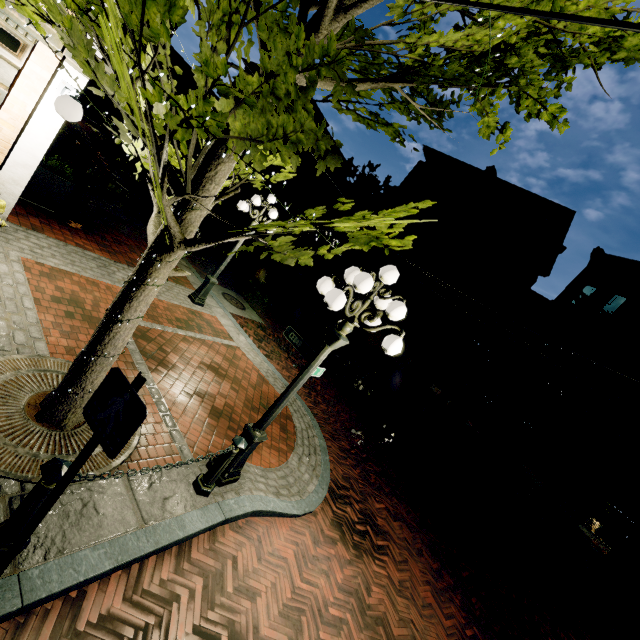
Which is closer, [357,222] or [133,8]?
[133,8]

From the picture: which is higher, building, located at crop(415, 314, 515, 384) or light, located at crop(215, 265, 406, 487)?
building, located at crop(415, 314, 515, 384)

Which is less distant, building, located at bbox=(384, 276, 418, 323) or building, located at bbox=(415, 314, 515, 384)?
building, located at bbox=(415, 314, 515, 384)

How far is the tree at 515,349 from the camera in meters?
14.3 m

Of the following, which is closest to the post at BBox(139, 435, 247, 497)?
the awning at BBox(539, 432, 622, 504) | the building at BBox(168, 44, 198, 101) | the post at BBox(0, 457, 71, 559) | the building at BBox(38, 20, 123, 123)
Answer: the post at BBox(0, 457, 71, 559)

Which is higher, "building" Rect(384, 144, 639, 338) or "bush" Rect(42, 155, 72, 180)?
"building" Rect(384, 144, 639, 338)

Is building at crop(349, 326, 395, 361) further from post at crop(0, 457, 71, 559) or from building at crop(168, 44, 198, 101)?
post at crop(0, 457, 71, 559)

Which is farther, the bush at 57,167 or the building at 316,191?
the building at 316,191
